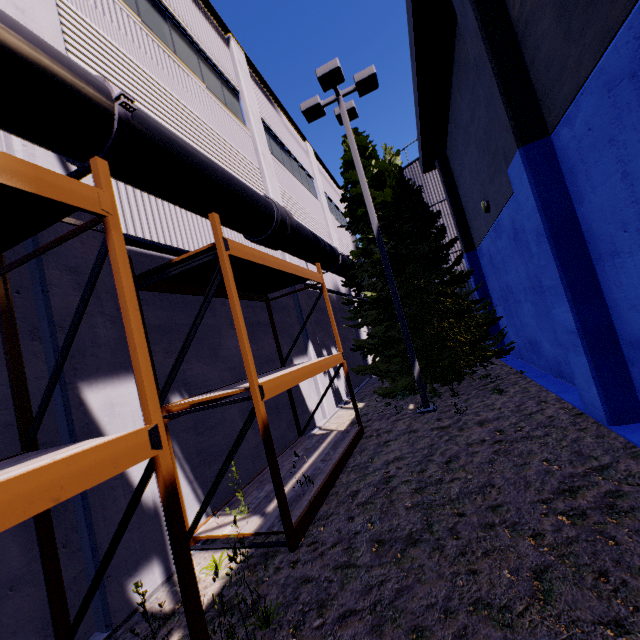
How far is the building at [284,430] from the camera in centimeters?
807cm

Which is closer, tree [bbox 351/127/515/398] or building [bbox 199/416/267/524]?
building [bbox 199/416/267/524]

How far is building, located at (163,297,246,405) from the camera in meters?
5.8

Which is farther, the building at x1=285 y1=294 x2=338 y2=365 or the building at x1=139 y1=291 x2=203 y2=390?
the building at x1=285 y1=294 x2=338 y2=365

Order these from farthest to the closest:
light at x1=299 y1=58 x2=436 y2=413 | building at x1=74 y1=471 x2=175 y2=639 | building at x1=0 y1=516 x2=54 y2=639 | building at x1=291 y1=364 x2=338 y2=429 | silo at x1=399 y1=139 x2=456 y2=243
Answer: silo at x1=399 y1=139 x2=456 y2=243, building at x1=291 y1=364 x2=338 y2=429, light at x1=299 y1=58 x2=436 y2=413, building at x1=74 y1=471 x2=175 y2=639, building at x1=0 y1=516 x2=54 y2=639

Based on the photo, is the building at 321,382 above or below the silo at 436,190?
below

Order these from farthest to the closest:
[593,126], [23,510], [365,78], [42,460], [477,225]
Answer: [477,225]
[365,78]
[593,126]
[42,460]
[23,510]

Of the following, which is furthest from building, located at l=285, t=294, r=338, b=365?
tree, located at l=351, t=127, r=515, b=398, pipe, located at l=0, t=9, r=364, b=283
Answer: tree, located at l=351, t=127, r=515, b=398
